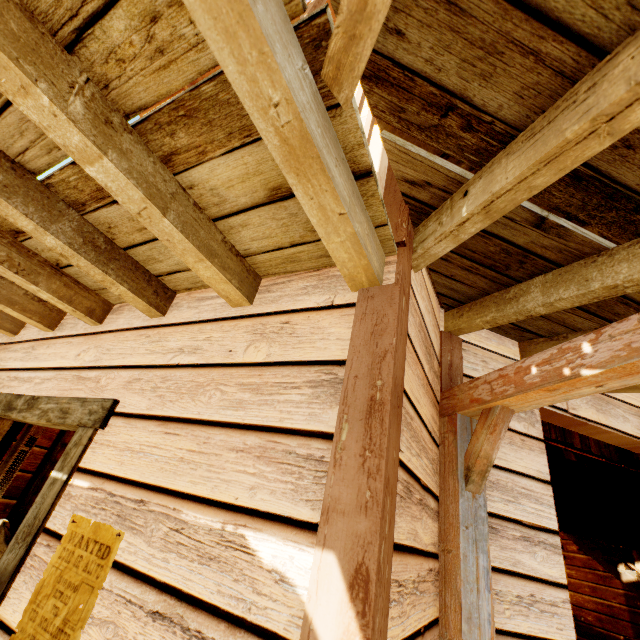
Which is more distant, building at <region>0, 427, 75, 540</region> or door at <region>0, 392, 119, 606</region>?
building at <region>0, 427, 75, 540</region>

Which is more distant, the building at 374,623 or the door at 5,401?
the door at 5,401

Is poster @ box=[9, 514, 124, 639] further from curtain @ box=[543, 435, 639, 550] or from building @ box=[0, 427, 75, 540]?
curtain @ box=[543, 435, 639, 550]

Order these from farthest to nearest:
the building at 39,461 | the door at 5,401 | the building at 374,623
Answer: Result: the building at 39,461, the door at 5,401, the building at 374,623

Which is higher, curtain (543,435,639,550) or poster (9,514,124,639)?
curtain (543,435,639,550)

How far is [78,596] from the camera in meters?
1.1
